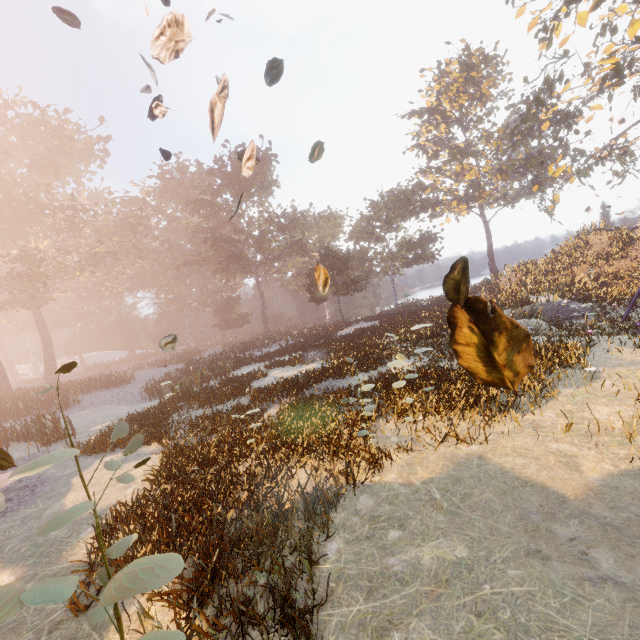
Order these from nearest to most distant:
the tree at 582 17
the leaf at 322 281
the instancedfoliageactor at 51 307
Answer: the leaf at 322 281, the instancedfoliageactor at 51 307, the tree at 582 17

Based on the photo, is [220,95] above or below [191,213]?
below

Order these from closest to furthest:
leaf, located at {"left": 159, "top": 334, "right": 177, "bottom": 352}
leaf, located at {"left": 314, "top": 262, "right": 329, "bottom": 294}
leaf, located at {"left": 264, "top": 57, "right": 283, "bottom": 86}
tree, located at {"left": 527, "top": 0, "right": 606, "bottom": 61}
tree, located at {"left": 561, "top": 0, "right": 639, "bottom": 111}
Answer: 1. leaf, located at {"left": 264, "top": 57, "right": 283, "bottom": 86}
2. leaf, located at {"left": 314, "top": 262, "right": 329, "bottom": 294}
3. leaf, located at {"left": 159, "top": 334, "right": 177, "bottom": 352}
4. tree, located at {"left": 561, "top": 0, "right": 639, "bottom": 111}
5. tree, located at {"left": 527, "top": 0, "right": 606, "bottom": 61}

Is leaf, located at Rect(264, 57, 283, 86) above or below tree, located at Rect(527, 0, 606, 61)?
below

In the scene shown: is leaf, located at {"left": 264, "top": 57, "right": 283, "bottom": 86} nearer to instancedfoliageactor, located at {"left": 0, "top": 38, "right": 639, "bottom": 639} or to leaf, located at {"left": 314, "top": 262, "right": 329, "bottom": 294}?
leaf, located at {"left": 314, "top": 262, "right": 329, "bottom": 294}

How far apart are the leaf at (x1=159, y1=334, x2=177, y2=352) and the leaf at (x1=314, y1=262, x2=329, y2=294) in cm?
234

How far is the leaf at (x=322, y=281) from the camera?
3.2 meters

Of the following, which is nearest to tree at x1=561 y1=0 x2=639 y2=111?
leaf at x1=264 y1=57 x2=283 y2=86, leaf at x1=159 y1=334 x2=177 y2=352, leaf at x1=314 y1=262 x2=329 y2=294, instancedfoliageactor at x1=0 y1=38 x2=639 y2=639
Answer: instancedfoliageactor at x1=0 y1=38 x2=639 y2=639
